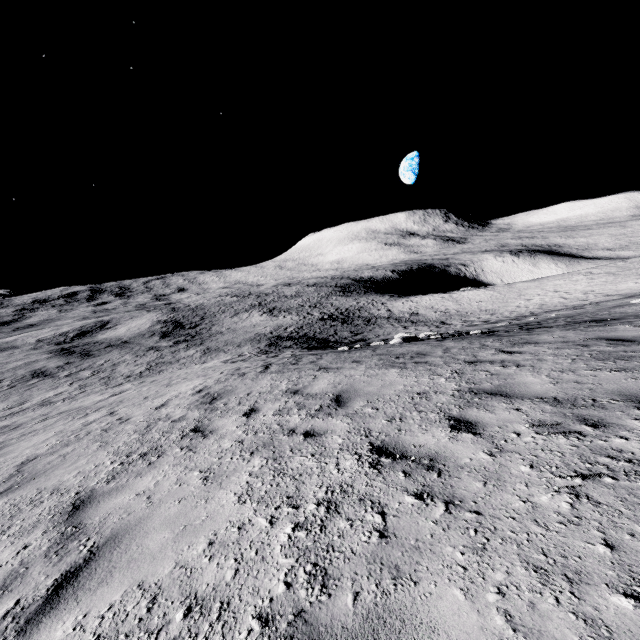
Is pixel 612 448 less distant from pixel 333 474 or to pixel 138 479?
pixel 333 474
